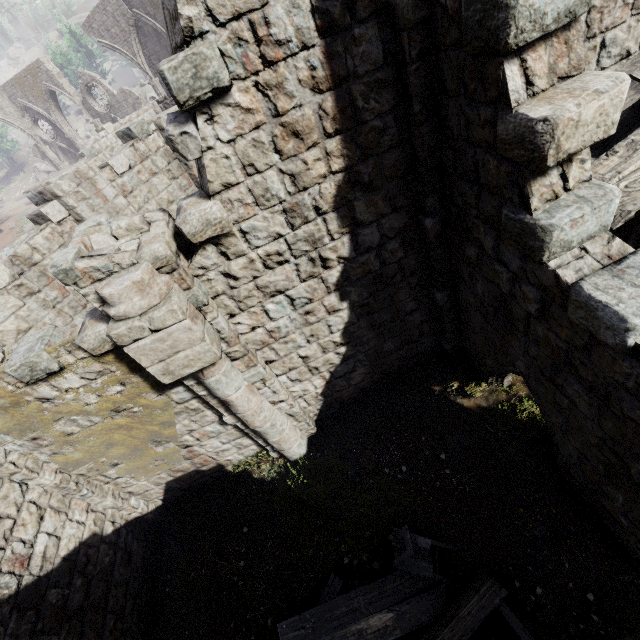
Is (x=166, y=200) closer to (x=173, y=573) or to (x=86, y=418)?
(x=86, y=418)

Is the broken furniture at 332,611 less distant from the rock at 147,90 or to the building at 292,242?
the building at 292,242

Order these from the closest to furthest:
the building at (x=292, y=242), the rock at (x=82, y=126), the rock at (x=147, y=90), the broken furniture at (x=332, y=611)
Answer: the building at (x=292, y=242), the broken furniture at (x=332, y=611), the rock at (x=147, y=90), the rock at (x=82, y=126)

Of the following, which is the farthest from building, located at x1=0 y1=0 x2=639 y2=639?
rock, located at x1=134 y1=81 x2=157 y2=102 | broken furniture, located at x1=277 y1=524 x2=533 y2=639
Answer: rock, located at x1=134 y1=81 x2=157 y2=102

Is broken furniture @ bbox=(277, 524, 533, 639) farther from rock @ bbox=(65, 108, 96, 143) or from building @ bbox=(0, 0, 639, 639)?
rock @ bbox=(65, 108, 96, 143)

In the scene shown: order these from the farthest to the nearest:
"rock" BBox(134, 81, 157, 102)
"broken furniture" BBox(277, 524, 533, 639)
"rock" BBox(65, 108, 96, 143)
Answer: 1. "rock" BBox(65, 108, 96, 143)
2. "rock" BBox(134, 81, 157, 102)
3. "broken furniture" BBox(277, 524, 533, 639)

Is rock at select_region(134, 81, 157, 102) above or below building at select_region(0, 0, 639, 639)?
above

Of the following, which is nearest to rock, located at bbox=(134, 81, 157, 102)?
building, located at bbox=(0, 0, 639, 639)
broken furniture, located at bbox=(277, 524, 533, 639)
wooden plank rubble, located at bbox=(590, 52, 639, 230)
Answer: building, located at bbox=(0, 0, 639, 639)
